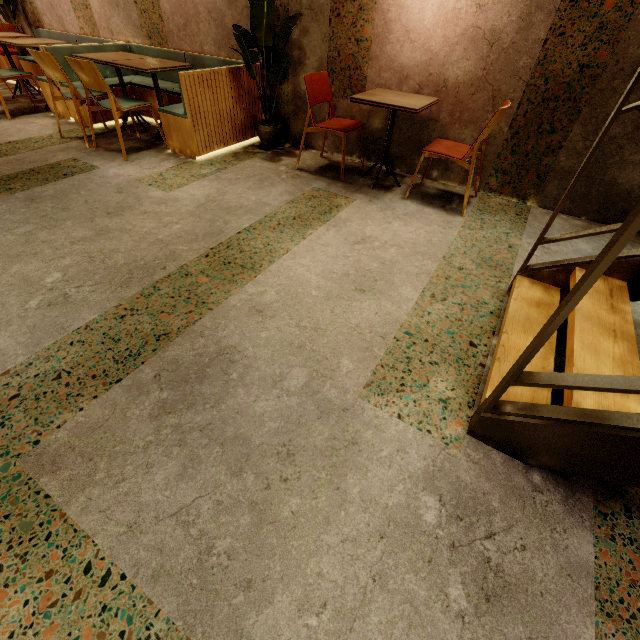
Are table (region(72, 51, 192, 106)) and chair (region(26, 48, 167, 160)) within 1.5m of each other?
yes

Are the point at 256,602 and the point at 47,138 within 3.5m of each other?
no

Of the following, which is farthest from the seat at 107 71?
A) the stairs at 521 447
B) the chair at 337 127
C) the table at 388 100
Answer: the stairs at 521 447

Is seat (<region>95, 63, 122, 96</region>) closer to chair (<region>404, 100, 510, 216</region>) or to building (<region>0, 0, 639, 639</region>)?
building (<region>0, 0, 639, 639</region>)

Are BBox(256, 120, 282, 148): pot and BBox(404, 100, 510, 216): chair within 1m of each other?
no

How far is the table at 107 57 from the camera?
3.43m

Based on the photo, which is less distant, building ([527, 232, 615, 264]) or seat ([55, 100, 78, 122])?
building ([527, 232, 615, 264])

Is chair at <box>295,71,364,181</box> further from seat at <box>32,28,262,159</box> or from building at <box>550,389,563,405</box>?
seat at <box>32,28,262,159</box>
